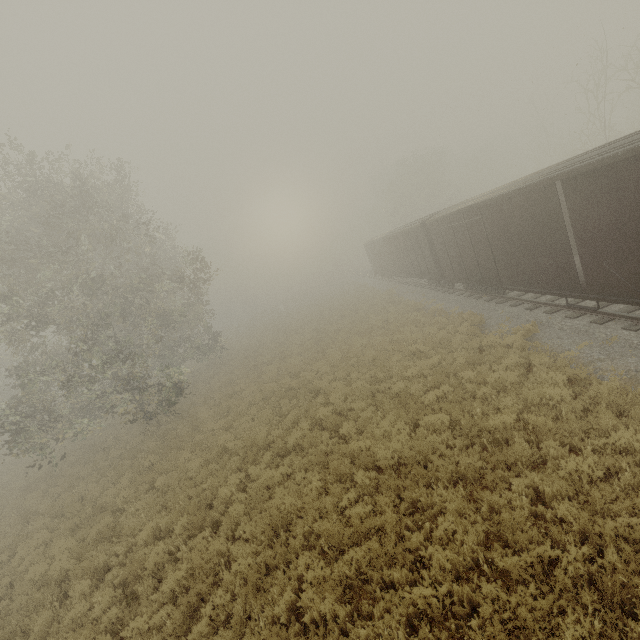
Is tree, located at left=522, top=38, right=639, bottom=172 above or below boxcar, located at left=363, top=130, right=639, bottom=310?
above

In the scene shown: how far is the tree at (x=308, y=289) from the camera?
51.73m

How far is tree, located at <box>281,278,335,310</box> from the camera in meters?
51.7

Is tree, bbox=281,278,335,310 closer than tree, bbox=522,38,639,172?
No

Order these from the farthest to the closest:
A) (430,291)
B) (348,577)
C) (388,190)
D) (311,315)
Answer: (388,190)
(311,315)
(430,291)
(348,577)

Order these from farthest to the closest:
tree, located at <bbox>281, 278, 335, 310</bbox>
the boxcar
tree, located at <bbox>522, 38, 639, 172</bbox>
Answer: tree, located at <bbox>281, 278, 335, 310</bbox> → tree, located at <bbox>522, 38, 639, 172</bbox> → the boxcar
